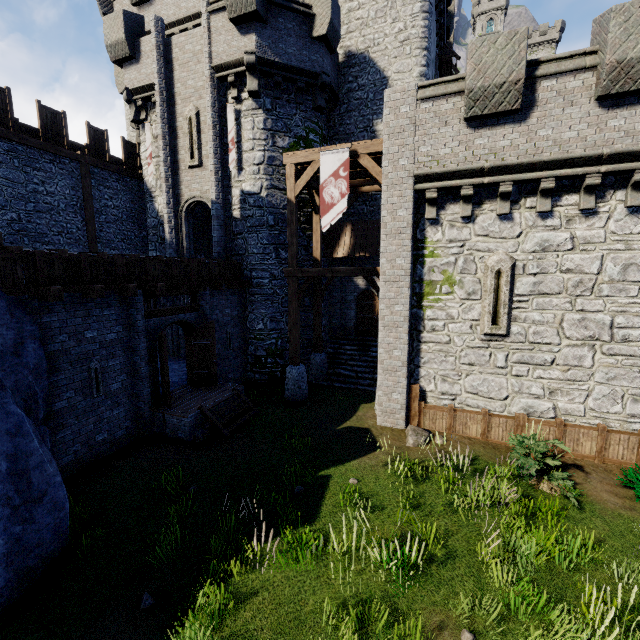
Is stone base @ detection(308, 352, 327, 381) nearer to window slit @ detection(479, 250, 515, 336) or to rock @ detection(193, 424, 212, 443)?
rock @ detection(193, 424, 212, 443)

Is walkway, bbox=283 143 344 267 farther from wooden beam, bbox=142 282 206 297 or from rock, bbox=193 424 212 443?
rock, bbox=193 424 212 443

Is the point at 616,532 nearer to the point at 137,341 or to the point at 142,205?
the point at 137,341

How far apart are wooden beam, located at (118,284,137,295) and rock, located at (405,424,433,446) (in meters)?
9.28

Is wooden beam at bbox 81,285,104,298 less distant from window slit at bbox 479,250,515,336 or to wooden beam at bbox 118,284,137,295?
wooden beam at bbox 118,284,137,295

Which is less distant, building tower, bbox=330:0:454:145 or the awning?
building tower, bbox=330:0:454:145

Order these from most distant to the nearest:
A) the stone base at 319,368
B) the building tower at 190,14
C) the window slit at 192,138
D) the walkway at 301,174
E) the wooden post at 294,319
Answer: the building tower at 190,14
the stone base at 319,368
the window slit at 192,138
the wooden post at 294,319
the walkway at 301,174

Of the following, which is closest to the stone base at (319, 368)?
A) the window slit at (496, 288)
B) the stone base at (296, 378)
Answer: the stone base at (296, 378)
